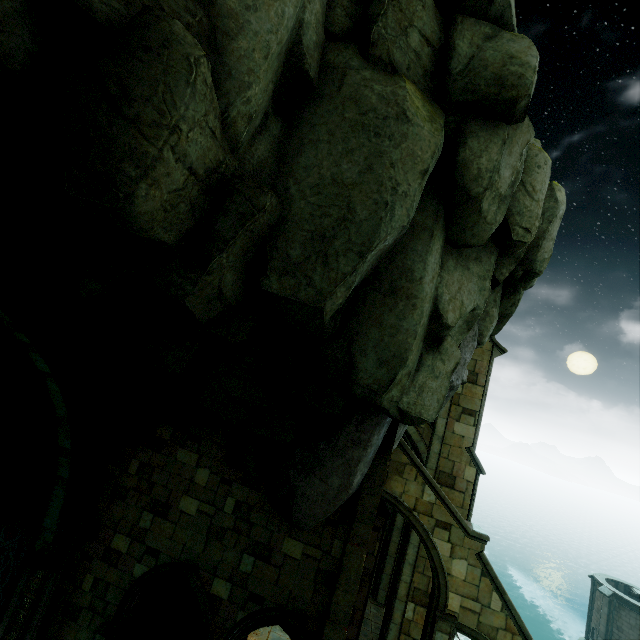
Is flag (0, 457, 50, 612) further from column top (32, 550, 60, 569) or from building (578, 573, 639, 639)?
building (578, 573, 639, 639)

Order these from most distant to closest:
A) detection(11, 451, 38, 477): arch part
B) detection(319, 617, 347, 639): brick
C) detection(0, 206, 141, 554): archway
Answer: detection(11, 451, 38, 477): arch part < detection(319, 617, 347, 639): brick < detection(0, 206, 141, 554): archway

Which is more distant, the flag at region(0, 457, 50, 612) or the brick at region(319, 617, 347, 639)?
the flag at region(0, 457, 50, 612)

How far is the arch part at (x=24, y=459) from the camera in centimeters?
1023cm

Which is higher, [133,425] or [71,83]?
[71,83]

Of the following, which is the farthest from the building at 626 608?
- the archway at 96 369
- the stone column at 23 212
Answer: the stone column at 23 212

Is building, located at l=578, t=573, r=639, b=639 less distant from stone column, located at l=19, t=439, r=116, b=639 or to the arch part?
stone column, located at l=19, t=439, r=116, b=639

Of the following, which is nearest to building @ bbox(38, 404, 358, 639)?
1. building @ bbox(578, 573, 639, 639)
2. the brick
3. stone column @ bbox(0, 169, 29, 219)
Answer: the brick
